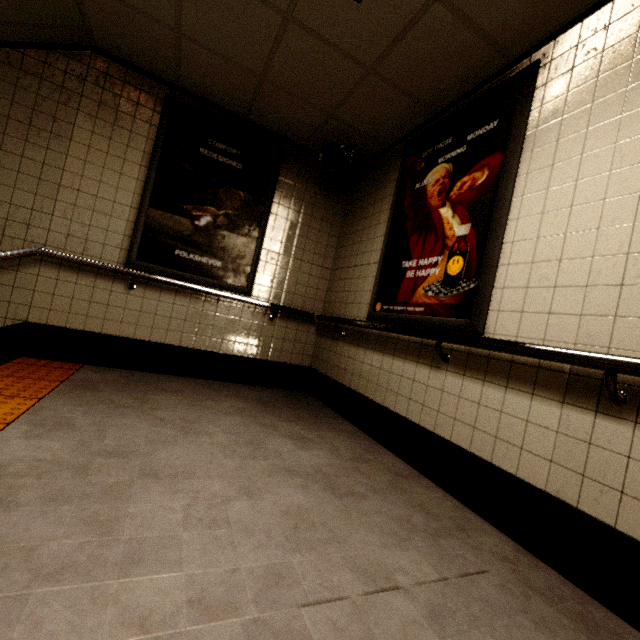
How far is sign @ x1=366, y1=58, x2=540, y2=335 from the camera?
2.03m

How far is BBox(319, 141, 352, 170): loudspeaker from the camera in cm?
349

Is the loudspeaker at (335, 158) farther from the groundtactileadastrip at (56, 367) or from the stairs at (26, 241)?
the groundtactileadastrip at (56, 367)

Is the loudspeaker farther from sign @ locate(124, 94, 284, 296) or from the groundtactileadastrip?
the groundtactileadastrip

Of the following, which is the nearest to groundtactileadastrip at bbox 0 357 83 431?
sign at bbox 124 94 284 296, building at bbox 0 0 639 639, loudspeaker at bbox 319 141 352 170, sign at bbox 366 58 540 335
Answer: building at bbox 0 0 639 639

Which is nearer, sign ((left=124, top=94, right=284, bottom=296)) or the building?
the building

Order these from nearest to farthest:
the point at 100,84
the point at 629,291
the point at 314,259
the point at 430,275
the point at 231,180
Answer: the point at 629,291 → the point at 430,275 → the point at 100,84 → the point at 231,180 → the point at 314,259

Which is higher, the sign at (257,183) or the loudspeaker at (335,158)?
the loudspeaker at (335,158)
